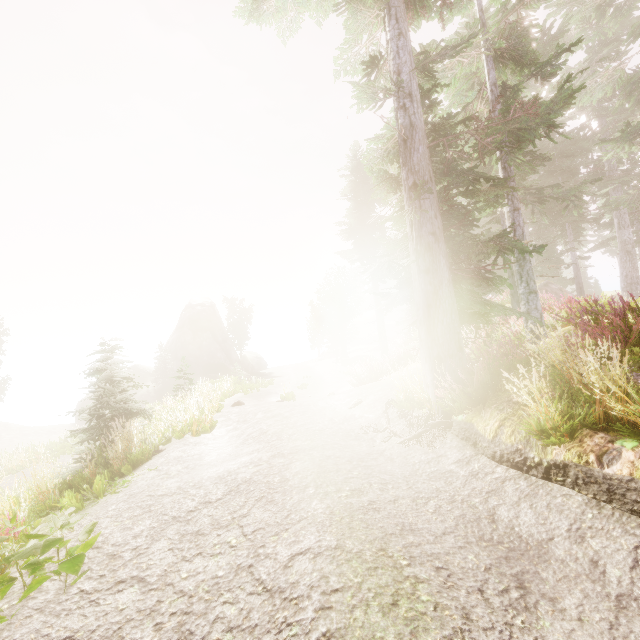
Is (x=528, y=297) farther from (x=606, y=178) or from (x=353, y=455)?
(x=606, y=178)

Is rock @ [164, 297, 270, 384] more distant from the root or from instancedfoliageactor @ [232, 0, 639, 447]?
the root

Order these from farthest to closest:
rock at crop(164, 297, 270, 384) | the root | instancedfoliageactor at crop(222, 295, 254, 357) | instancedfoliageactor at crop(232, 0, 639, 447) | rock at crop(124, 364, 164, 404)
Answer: instancedfoliageactor at crop(222, 295, 254, 357) → rock at crop(164, 297, 270, 384) → rock at crop(124, 364, 164, 404) → the root → instancedfoliageactor at crop(232, 0, 639, 447)

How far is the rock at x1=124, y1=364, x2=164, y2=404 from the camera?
37.9m

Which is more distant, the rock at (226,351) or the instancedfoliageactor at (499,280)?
the rock at (226,351)

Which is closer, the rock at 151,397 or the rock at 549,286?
the rock at 549,286

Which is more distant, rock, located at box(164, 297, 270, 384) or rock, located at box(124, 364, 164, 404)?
rock, located at box(164, 297, 270, 384)
